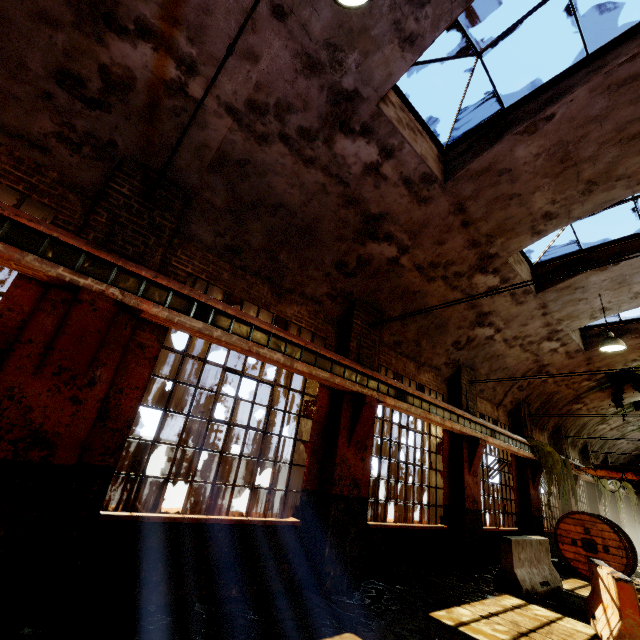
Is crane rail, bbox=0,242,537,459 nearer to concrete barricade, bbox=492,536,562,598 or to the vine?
the vine

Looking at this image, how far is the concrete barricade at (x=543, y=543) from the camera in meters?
7.2

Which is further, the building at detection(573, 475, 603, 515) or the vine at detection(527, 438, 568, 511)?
the building at detection(573, 475, 603, 515)

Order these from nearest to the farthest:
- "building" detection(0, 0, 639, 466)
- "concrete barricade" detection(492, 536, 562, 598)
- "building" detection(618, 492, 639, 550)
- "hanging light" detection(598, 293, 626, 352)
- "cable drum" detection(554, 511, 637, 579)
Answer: "building" detection(0, 0, 639, 466) < "concrete barricade" detection(492, 536, 562, 598) < "hanging light" detection(598, 293, 626, 352) < "cable drum" detection(554, 511, 637, 579) < "building" detection(618, 492, 639, 550)

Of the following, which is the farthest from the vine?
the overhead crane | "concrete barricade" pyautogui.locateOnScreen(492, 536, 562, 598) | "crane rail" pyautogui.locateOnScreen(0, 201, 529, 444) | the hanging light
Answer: the hanging light

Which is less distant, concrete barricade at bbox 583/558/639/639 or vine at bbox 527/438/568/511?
concrete barricade at bbox 583/558/639/639

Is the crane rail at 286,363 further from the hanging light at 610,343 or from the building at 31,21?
the hanging light at 610,343

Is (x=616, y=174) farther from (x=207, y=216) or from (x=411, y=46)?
(x=207, y=216)
